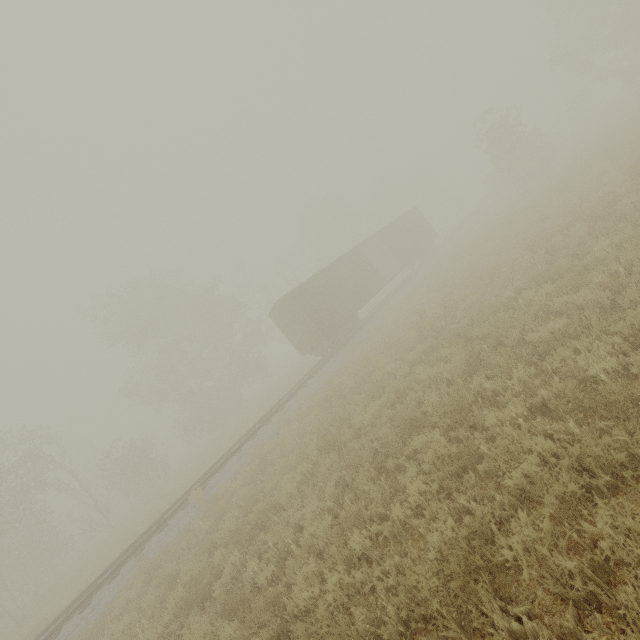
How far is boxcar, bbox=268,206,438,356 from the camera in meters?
19.8 m

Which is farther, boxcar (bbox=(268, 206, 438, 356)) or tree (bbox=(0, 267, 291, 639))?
tree (bbox=(0, 267, 291, 639))

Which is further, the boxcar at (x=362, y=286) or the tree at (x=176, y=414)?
the tree at (x=176, y=414)

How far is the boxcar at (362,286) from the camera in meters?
19.8

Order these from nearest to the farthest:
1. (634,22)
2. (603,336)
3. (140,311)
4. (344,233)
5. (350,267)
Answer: (603,336) → (350,267) → (634,22) → (140,311) → (344,233)
